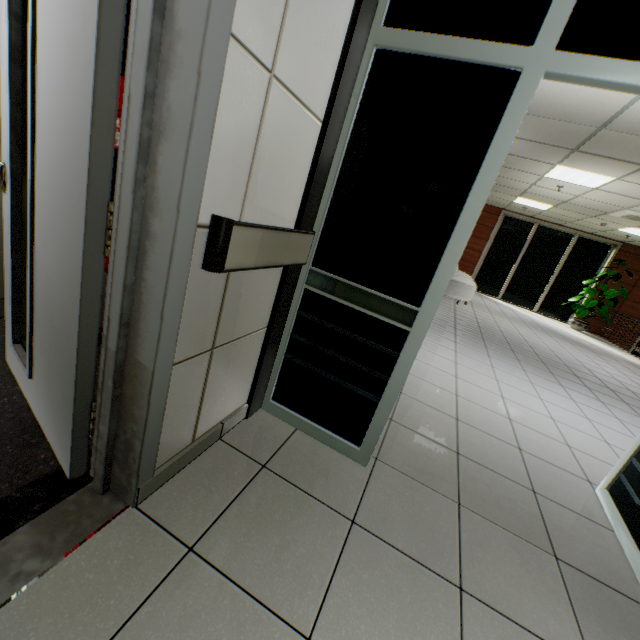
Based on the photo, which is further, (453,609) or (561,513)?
(561,513)

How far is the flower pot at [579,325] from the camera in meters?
11.2

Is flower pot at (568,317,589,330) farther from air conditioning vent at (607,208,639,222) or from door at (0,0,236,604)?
door at (0,0,236,604)

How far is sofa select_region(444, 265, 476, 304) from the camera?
8.2m

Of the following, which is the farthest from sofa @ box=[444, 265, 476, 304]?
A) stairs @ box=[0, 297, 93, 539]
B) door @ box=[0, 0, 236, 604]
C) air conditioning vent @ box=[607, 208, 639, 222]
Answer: door @ box=[0, 0, 236, 604]

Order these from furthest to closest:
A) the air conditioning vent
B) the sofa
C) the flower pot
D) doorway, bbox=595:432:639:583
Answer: the flower pot, the sofa, the air conditioning vent, doorway, bbox=595:432:639:583

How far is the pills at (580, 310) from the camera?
10.46m

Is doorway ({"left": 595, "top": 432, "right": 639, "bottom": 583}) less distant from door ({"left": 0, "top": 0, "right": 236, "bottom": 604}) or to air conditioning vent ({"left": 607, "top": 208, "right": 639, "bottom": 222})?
door ({"left": 0, "top": 0, "right": 236, "bottom": 604})
